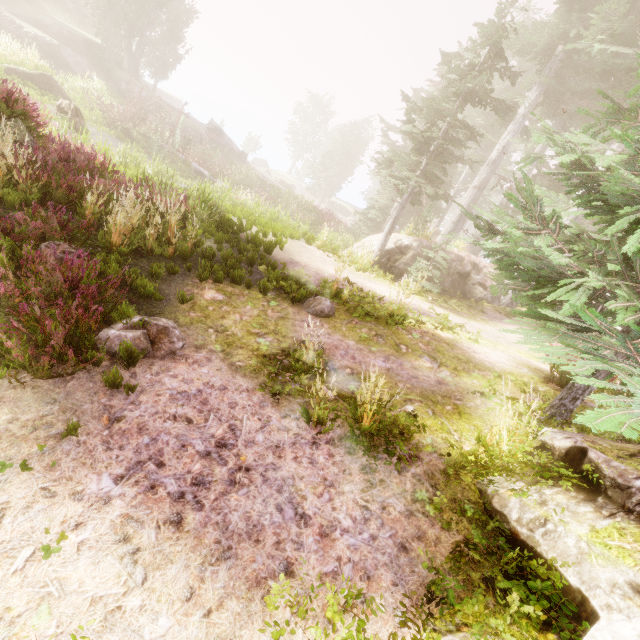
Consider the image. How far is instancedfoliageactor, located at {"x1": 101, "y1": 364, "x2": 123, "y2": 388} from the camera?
3.5m

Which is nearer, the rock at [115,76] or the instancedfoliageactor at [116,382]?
the instancedfoliageactor at [116,382]

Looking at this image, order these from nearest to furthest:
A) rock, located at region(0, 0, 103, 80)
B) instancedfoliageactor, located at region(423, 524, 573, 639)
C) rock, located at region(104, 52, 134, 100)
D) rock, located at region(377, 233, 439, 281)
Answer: instancedfoliageactor, located at region(423, 524, 573, 639) → rock, located at region(377, 233, 439, 281) → rock, located at region(0, 0, 103, 80) → rock, located at region(104, 52, 134, 100)

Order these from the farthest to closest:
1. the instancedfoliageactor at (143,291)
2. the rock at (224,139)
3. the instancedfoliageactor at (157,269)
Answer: the rock at (224,139) → the instancedfoliageactor at (157,269) → the instancedfoliageactor at (143,291)

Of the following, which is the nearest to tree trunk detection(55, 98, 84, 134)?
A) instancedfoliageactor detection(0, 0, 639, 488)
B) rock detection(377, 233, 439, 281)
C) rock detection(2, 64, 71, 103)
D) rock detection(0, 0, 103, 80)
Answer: instancedfoliageactor detection(0, 0, 639, 488)

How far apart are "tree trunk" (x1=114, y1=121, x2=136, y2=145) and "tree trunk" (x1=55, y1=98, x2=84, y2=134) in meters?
3.7 m

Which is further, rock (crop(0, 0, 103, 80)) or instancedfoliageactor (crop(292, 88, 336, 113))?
instancedfoliageactor (crop(292, 88, 336, 113))

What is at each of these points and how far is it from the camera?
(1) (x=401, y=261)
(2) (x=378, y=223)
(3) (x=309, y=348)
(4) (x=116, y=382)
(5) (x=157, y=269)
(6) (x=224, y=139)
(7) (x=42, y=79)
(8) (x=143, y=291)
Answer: (1) rock, 13.3 meters
(2) instancedfoliageactor, 22.1 meters
(3) instancedfoliageactor, 4.7 meters
(4) instancedfoliageactor, 3.5 meters
(5) instancedfoliageactor, 5.8 meters
(6) rock, 34.2 meters
(7) rock, 16.7 meters
(8) instancedfoliageactor, 5.2 meters
